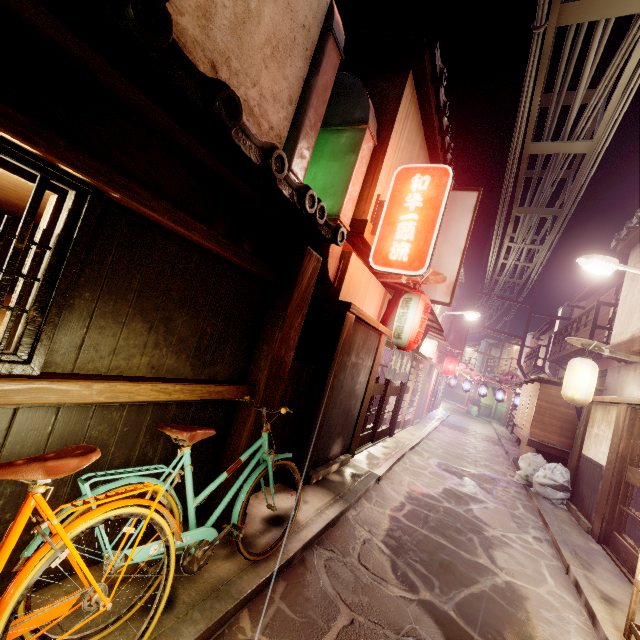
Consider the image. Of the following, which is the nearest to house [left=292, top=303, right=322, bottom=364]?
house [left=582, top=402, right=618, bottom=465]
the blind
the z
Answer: the z

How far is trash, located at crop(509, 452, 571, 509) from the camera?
15.1 meters

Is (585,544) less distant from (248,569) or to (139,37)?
(248,569)

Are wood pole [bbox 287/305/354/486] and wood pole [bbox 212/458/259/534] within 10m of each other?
yes

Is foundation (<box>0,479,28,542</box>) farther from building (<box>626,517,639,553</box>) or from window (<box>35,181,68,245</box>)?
building (<box>626,517,639,553</box>)

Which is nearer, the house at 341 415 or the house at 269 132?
the house at 269 132

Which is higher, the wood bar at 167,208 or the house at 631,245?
the house at 631,245

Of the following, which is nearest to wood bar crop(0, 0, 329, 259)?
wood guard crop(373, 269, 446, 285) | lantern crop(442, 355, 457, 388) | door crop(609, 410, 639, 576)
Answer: wood guard crop(373, 269, 446, 285)
